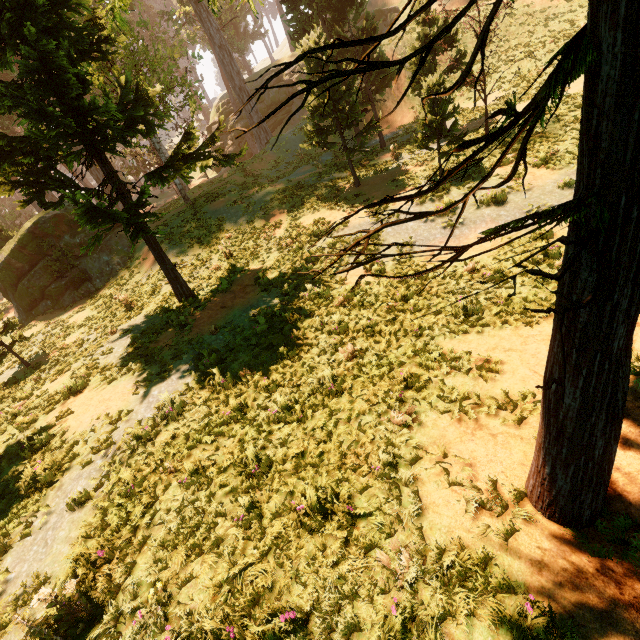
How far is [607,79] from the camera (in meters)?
1.74

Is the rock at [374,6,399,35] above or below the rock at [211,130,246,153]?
above

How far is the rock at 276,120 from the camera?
39.4 meters

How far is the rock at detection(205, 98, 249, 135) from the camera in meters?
39.8

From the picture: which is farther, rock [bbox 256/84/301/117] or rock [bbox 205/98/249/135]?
rock [bbox 205/98/249/135]

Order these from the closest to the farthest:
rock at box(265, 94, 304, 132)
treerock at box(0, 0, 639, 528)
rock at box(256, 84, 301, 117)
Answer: treerock at box(0, 0, 639, 528)
rock at box(256, 84, 301, 117)
rock at box(265, 94, 304, 132)
